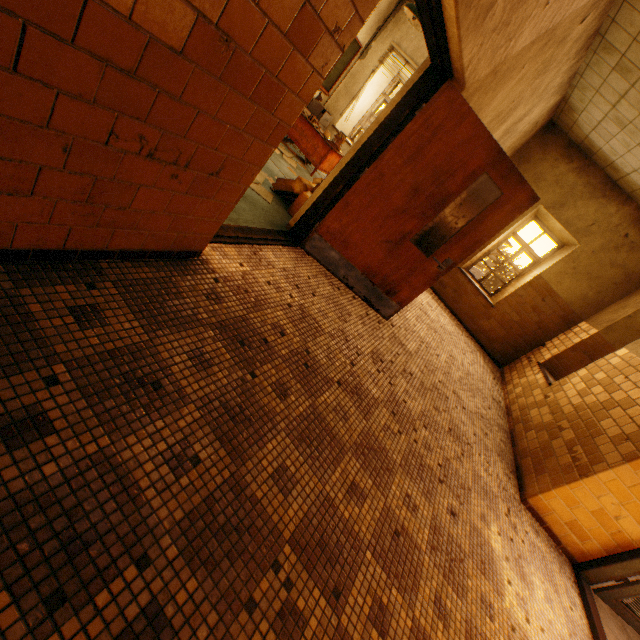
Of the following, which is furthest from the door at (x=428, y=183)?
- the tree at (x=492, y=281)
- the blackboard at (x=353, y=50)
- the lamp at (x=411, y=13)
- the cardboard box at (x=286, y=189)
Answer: the tree at (x=492, y=281)

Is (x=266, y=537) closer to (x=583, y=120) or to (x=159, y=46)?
(x=159, y=46)

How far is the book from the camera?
6.5 meters

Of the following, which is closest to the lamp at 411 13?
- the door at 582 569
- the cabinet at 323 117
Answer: the cabinet at 323 117

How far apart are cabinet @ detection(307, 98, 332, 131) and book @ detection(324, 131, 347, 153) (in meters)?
1.87

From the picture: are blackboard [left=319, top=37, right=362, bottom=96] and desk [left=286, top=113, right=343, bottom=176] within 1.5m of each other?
yes

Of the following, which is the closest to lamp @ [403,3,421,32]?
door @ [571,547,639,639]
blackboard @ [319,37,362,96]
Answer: blackboard @ [319,37,362,96]

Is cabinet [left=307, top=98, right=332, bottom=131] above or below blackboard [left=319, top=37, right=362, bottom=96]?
below
